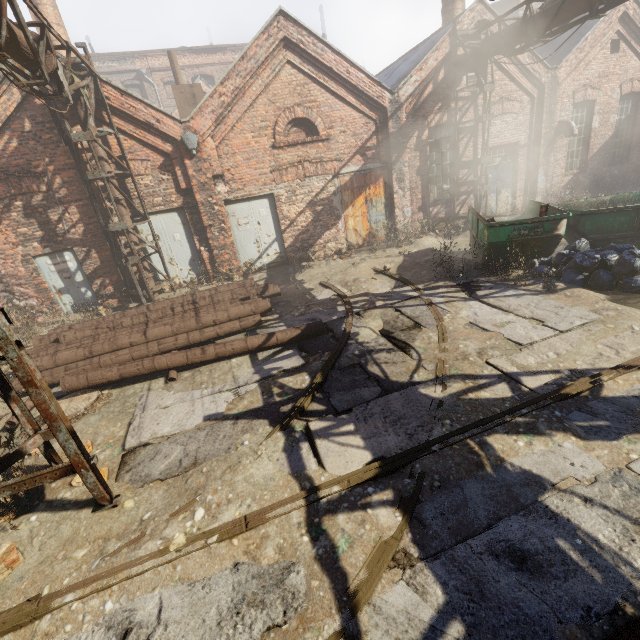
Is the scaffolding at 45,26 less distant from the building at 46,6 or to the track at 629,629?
the track at 629,629

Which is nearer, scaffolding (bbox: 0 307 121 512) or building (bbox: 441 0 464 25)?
scaffolding (bbox: 0 307 121 512)

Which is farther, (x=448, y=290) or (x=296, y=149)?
(x=296, y=149)

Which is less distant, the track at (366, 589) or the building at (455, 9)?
the track at (366, 589)

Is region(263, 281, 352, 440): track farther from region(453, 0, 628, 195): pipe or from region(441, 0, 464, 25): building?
region(441, 0, 464, 25): building

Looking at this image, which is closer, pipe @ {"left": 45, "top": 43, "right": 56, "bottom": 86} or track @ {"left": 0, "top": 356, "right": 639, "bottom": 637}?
track @ {"left": 0, "top": 356, "right": 639, "bottom": 637}

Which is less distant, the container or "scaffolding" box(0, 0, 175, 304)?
"scaffolding" box(0, 0, 175, 304)

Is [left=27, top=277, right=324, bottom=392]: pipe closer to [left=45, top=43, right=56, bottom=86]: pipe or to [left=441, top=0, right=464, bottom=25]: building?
[left=45, top=43, right=56, bottom=86]: pipe
